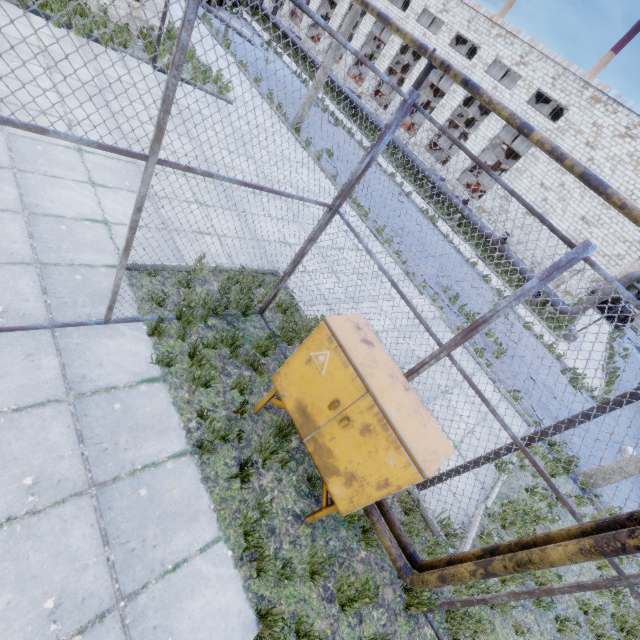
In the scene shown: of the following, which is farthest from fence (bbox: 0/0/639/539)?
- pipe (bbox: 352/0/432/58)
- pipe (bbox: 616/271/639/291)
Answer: pipe (bbox: 616/271/639/291)

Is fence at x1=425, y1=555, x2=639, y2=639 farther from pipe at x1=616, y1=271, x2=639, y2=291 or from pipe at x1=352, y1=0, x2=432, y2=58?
pipe at x1=616, y1=271, x2=639, y2=291

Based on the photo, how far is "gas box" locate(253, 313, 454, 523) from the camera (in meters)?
3.00

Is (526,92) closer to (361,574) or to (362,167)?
(362,167)

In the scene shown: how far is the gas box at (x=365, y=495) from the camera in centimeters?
300cm

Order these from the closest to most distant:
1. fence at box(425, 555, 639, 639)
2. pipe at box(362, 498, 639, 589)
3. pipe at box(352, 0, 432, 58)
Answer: pipe at box(362, 498, 639, 589)
fence at box(425, 555, 639, 639)
pipe at box(352, 0, 432, 58)

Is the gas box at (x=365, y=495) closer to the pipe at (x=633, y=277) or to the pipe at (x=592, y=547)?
the pipe at (x=592, y=547)

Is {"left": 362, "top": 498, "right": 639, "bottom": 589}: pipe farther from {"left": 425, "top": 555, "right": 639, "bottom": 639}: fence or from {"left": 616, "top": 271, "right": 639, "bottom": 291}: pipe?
{"left": 616, "top": 271, "right": 639, "bottom": 291}: pipe
